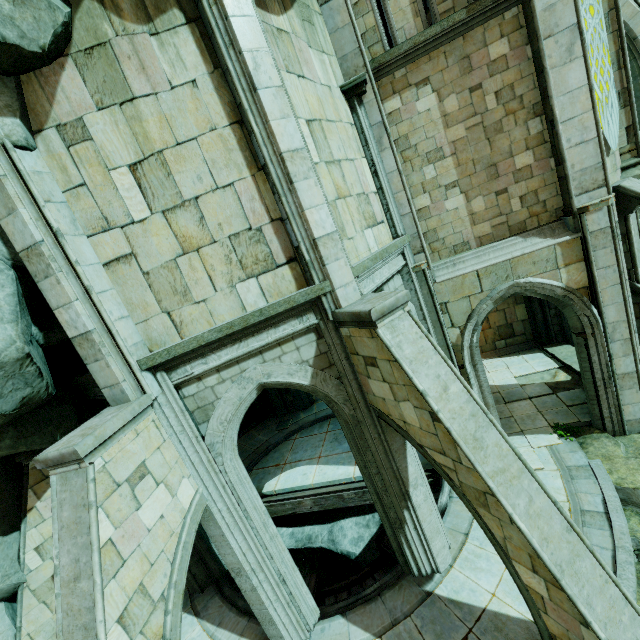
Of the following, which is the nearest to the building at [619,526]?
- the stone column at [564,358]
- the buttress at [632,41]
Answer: the buttress at [632,41]

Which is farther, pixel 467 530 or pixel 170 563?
pixel 467 530

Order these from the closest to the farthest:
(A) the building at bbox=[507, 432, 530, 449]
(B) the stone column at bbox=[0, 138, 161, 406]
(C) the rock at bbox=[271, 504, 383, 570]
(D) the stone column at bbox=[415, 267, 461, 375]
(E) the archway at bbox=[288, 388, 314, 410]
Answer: (B) the stone column at bbox=[0, 138, 161, 406] < (D) the stone column at bbox=[415, 267, 461, 375] < (A) the building at bbox=[507, 432, 530, 449] < (C) the rock at bbox=[271, 504, 383, 570] < (E) the archway at bbox=[288, 388, 314, 410]

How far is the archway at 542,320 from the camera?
13.4 meters

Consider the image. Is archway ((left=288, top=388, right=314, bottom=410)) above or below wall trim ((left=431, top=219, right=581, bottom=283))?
below

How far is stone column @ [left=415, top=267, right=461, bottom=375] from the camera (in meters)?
8.60

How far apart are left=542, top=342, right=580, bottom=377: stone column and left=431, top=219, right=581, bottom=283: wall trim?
5.8 meters

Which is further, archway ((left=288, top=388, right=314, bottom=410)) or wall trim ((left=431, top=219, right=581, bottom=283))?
archway ((left=288, top=388, right=314, bottom=410))
